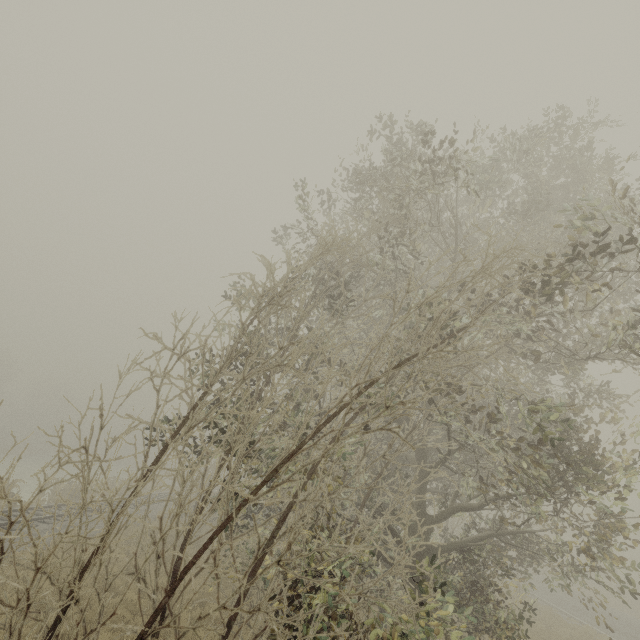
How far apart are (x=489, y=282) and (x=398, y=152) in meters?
4.9 m
